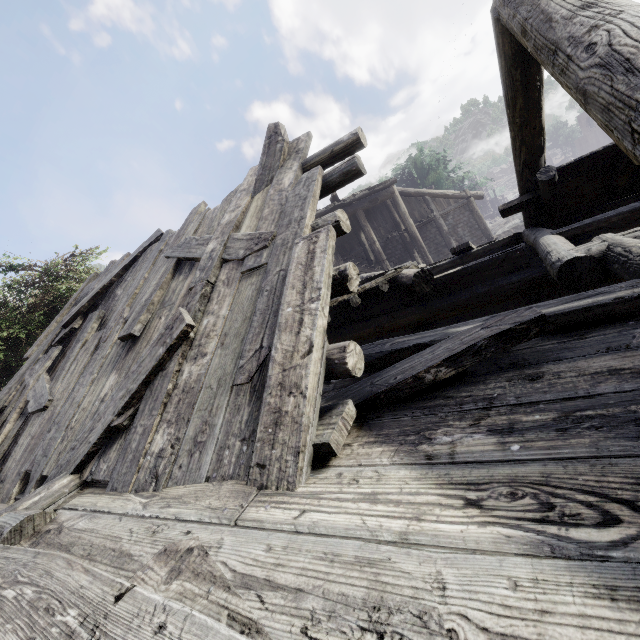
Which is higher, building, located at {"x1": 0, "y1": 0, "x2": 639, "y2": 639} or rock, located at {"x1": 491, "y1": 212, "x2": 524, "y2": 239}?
building, located at {"x1": 0, "y1": 0, "x2": 639, "y2": 639}

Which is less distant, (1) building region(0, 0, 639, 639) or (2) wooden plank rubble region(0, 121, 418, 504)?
(1) building region(0, 0, 639, 639)

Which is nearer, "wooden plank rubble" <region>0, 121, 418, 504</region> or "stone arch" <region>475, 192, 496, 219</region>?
"wooden plank rubble" <region>0, 121, 418, 504</region>

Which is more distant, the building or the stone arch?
the stone arch

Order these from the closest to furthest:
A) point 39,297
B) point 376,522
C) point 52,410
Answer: point 376,522 < point 52,410 < point 39,297

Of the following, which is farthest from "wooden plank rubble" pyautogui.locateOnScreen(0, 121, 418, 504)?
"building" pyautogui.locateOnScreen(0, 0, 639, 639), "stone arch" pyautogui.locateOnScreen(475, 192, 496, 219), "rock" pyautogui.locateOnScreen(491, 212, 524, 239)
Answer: "stone arch" pyautogui.locateOnScreen(475, 192, 496, 219)

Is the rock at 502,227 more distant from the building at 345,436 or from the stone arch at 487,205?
the stone arch at 487,205

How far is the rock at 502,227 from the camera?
29.4 meters
